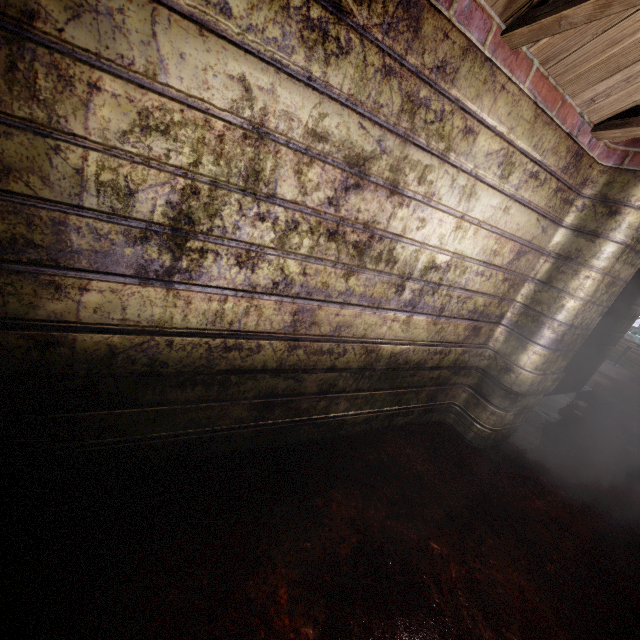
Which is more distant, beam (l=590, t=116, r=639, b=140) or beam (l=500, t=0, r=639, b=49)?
beam (l=590, t=116, r=639, b=140)

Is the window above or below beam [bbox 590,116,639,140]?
below

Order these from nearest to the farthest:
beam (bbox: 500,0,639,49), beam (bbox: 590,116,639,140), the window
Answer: beam (bbox: 500,0,639,49)
beam (bbox: 590,116,639,140)
the window

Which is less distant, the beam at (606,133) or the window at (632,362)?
the beam at (606,133)

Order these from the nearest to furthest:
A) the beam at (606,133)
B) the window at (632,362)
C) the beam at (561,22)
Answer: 1. the beam at (561,22)
2. the beam at (606,133)
3. the window at (632,362)

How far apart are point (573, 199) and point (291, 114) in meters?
1.9 m

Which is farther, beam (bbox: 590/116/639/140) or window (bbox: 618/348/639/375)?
window (bbox: 618/348/639/375)
